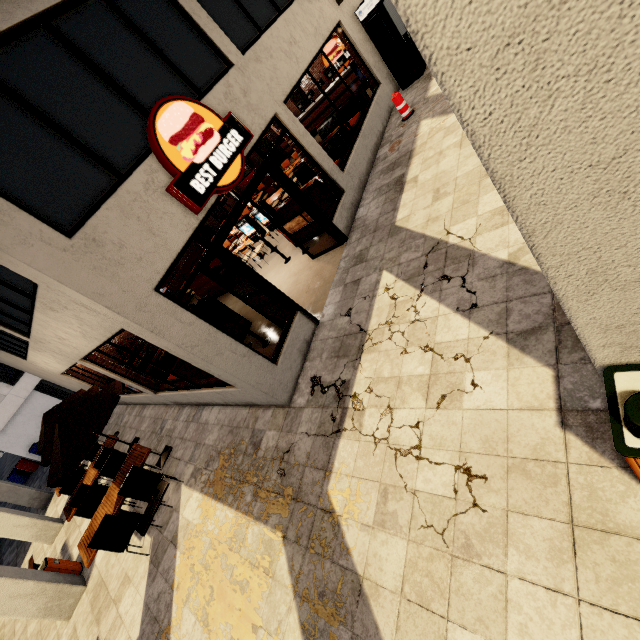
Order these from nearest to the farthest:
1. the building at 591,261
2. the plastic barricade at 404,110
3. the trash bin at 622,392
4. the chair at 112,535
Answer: the building at 591,261 < the trash bin at 622,392 < the chair at 112,535 < the plastic barricade at 404,110

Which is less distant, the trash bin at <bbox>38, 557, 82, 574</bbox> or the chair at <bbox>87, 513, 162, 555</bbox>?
the chair at <bbox>87, 513, 162, 555</bbox>

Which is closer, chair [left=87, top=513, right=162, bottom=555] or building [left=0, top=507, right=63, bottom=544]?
chair [left=87, top=513, right=162, bottom=555]

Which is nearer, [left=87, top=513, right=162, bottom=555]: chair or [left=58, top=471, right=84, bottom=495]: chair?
[left=87, top=513, right=162, bottom=555]: chair

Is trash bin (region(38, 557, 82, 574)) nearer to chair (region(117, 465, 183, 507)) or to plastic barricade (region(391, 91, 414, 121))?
chair (region(117, 465, 183, 507))

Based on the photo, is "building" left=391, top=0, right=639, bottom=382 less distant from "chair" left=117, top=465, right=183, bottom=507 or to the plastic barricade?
the plastic barricade

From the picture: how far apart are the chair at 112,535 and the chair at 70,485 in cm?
450

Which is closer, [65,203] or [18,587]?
[65,203]
